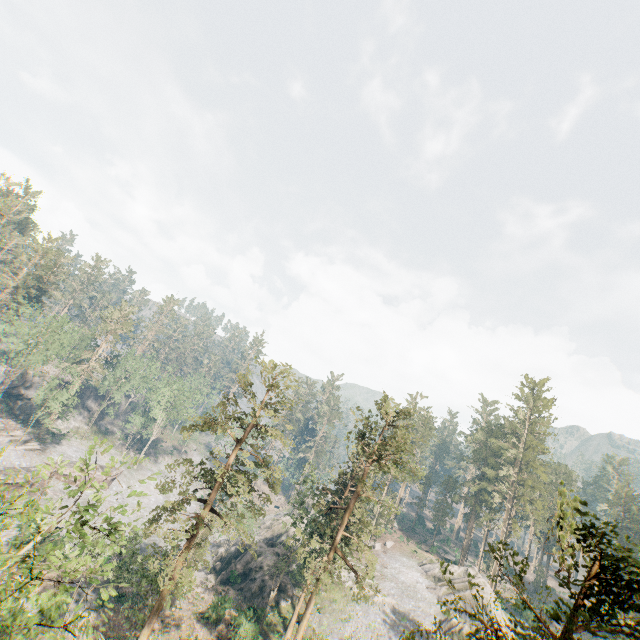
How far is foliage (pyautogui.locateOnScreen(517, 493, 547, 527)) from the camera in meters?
56.0

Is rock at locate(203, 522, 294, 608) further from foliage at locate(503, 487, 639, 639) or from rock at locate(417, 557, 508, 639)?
rock at locate(417, 557, 508, 639)

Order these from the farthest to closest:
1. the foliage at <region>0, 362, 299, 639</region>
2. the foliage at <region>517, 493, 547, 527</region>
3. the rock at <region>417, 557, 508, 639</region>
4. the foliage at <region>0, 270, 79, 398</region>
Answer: the foliage at <region>517, 493, 547, 527</region> < the foliage at <region>0, 270, 79, 398</region> < the rock at <region>417, 557, 508, 639</region> < the foliage at <region>0, 362, 299, 639</region>

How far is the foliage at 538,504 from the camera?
56.0 meters

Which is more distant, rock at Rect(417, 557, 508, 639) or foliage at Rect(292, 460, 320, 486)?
rock at Rect(417, 557, 508, 639)

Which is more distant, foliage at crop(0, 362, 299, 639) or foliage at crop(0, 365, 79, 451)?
foliage at crop(0, 365, 79, 451)

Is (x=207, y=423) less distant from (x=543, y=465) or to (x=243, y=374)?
(x=243, y=374)

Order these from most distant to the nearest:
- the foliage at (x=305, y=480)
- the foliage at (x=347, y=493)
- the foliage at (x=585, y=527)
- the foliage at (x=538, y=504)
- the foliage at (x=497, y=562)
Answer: the foliage at (x=538, y=504) → the foliage at (x=305, y=480) → the foliage at (x=347, y=493) → the foliage at (x=497, y=562) → the foliage at (x=585, y=527)
